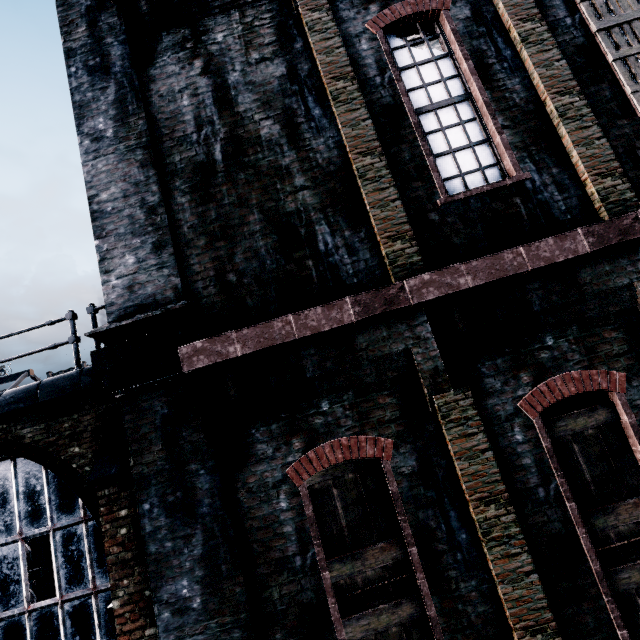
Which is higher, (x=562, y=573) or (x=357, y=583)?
(x=357, y=583)
